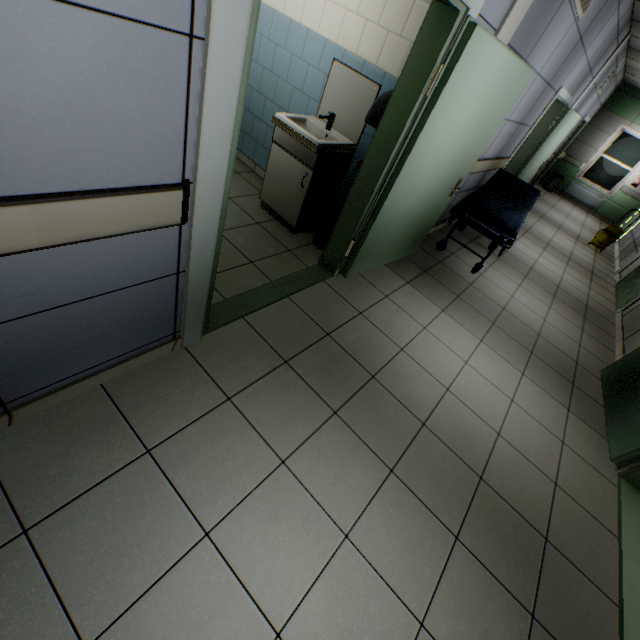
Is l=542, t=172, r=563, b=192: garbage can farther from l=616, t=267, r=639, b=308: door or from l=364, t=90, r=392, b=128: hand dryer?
l=364, t=90, r=392, b=128: hand dryer

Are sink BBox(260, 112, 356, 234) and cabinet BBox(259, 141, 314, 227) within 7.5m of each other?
yes

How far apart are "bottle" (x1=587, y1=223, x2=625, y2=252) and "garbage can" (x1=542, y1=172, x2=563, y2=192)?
4.2m

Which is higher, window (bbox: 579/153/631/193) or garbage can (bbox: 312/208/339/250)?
window (bbox: 579/153/631/193)

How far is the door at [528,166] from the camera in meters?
5.5

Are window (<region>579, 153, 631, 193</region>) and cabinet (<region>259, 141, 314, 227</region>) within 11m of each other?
no

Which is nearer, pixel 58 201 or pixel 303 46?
pixel 58 201

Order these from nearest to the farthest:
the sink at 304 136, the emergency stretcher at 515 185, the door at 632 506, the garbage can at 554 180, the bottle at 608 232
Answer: the door at 632 506 < the sink at 304 136 < the emergency stretcher at 515 185 < the bottle at 608 232 < the garbage can at 554 180
